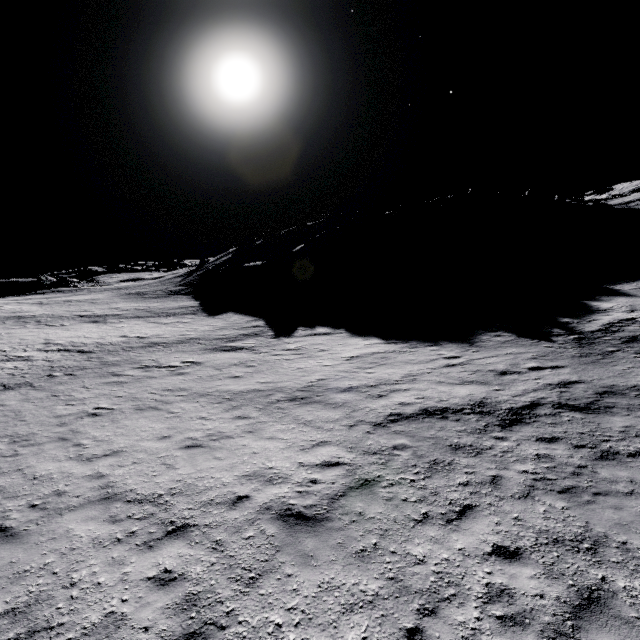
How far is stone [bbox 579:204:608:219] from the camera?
57.12m

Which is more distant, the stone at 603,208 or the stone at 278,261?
the stone at 603,208

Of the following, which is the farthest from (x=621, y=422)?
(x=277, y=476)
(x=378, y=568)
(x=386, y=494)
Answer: (x=277, y=476)

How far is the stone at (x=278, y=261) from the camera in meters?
47.0

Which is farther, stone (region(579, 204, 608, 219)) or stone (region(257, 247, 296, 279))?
stone (region(579, 204, 608, 219))

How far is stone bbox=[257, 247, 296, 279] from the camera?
47.0 meters
